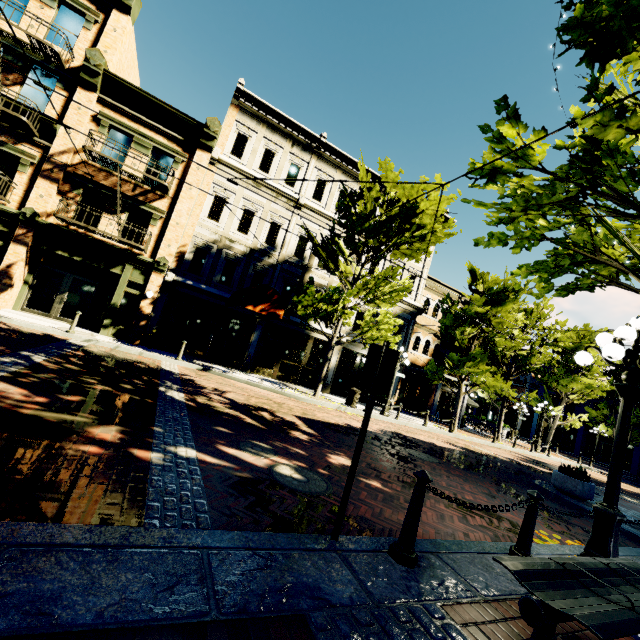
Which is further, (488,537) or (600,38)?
(488,537)

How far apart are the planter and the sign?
9.9 meters

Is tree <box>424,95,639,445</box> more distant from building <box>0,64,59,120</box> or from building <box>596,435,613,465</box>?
building <box>0,64,59,120</box>

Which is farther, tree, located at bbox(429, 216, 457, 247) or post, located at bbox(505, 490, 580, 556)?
tree, located at bbox(429, 216, 457, 247)

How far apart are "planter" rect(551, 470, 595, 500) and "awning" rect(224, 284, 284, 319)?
11.1 meters

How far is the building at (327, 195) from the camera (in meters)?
17.70

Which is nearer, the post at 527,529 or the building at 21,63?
the post at 527,529

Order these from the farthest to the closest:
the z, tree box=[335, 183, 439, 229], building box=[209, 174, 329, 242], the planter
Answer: building box=[209, 174, 329, 242] → tree box=[335, 183, 439, 229] → the planter → the z
